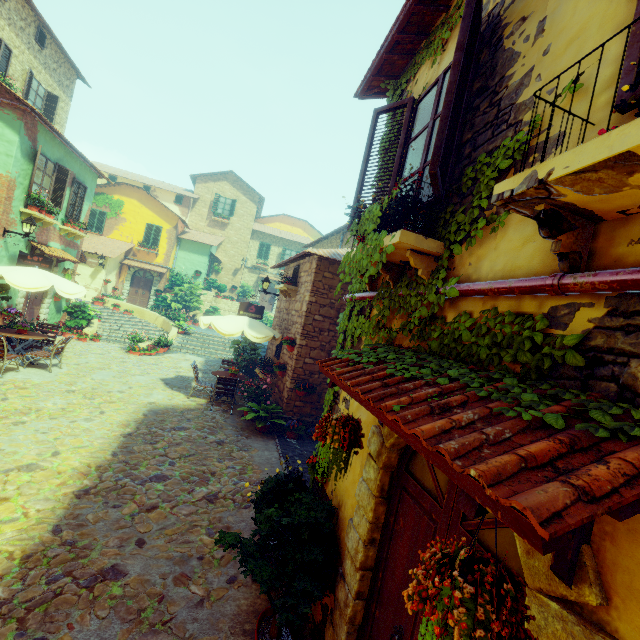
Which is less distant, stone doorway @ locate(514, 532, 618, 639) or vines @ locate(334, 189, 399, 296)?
stone doorway @ locate(514, 532, 618, 639)

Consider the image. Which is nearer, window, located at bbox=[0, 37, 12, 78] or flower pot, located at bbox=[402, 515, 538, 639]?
flower pot, located at bbox=[402, 515, 538, 639]

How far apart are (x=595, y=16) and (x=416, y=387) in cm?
237

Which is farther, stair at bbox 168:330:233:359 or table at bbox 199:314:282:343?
stair at bbox 168:330:233:359

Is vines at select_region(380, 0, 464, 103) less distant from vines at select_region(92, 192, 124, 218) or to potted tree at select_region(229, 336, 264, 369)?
potted tree at select_region(229, 336, 264, 369)

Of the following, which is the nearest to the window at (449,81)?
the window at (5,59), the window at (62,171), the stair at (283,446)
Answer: the window at (62,171)

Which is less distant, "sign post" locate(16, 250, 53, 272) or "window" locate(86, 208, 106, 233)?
"sign post" locate(16, 250, 53, 272)

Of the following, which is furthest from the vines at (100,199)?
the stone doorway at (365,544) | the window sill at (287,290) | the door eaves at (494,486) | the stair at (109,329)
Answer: the stone doorway at (365,544)
